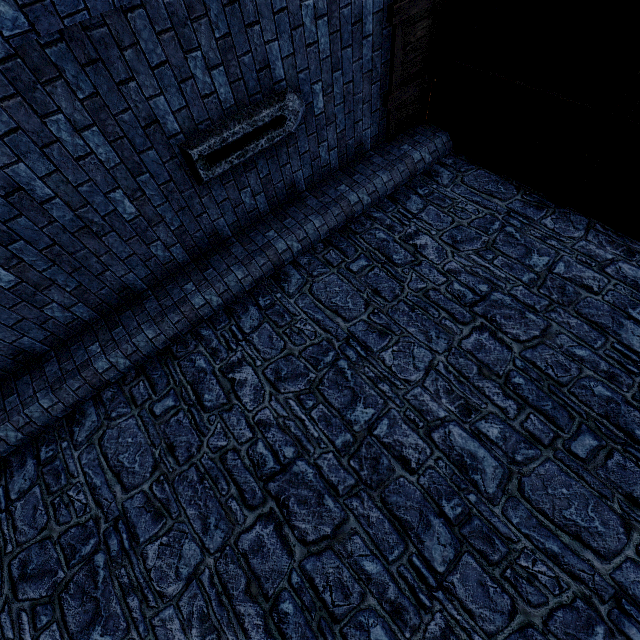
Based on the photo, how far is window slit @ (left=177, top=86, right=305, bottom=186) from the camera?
3.90m

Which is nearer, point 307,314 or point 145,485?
point 145,485

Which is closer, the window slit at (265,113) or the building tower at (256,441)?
the building tower at (256,441)

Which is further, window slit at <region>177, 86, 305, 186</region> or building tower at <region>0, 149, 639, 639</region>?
window slit at <region>177, 86, 305, 186</region>

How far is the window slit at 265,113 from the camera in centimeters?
390cm
